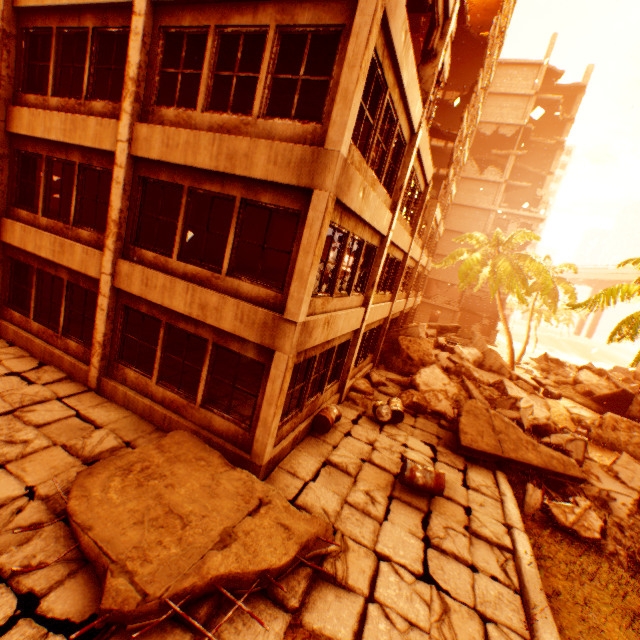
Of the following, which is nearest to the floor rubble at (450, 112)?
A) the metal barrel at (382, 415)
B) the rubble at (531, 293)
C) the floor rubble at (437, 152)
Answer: the floor rubble at (437, 152)

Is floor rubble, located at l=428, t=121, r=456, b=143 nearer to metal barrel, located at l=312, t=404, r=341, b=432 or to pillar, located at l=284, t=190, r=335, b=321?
pillar, located at l=284, t=190, r=335, b=321

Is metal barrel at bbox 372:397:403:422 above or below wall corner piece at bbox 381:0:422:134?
below

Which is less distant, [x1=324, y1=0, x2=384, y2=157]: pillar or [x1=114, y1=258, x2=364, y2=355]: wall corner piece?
[x1=324, y1=0, x2=384, y2=157]: pillar

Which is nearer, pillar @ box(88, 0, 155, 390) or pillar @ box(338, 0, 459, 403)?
pillar @ box(88, 0, 155, 390)

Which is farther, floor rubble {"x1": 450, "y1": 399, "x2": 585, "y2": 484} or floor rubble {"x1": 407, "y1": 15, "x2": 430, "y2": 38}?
floor rubble {"x1": 407, "y1": 15, "x2": 430, "y2": 38}

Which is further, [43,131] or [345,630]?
[43,131]

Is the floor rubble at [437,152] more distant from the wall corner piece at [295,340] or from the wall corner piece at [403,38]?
the wall corner piece at [295,340]
